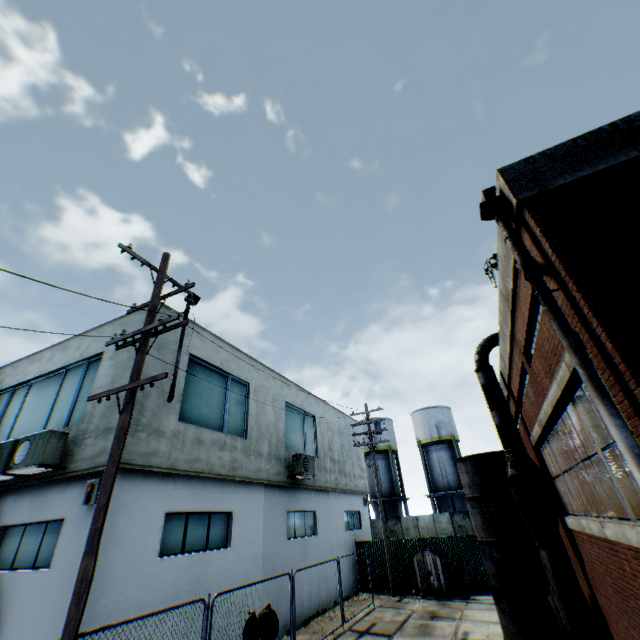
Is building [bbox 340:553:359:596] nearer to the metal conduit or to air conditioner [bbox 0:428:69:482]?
air conditioner [bbox 0:428:69:482]

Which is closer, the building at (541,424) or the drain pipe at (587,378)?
the drain pipe at (587,378)

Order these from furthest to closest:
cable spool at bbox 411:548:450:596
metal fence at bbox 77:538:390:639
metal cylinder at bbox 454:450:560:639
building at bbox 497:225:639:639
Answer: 1. cable spool at bbox 411:548:450:596
2. metal cylinder at bbox 454:450:560:639
3. metal fence at bbox 77:538:390:639
4. building at bbox 497:225:639:639

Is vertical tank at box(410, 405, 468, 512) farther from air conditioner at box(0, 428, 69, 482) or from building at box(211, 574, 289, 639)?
air conditioner at box(0, 428, 69, 482)

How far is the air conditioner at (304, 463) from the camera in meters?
14.4 m

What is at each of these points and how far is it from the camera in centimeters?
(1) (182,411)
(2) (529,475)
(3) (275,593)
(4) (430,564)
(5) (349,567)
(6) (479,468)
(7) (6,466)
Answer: (1) building, 1052cm
(2) metal conduit, 848cm
(3) building, 1186cm
(4) cable spool, 1619cm
(5) building, 1759cm
(6) metal cylinder, 1133cm
(7) air conditioner, 892cm

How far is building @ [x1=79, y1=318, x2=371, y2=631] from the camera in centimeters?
797cm

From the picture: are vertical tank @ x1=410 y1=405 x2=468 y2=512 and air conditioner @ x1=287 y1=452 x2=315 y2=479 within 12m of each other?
no
